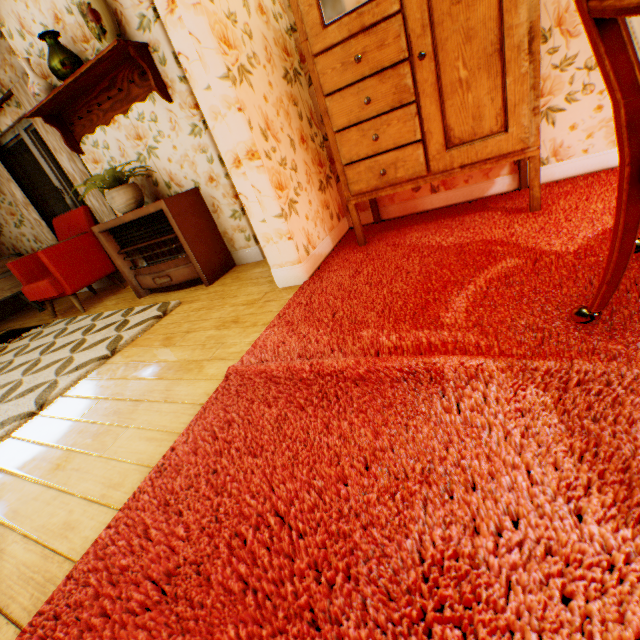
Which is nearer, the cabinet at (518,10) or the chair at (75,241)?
the cabinet at (518,10)

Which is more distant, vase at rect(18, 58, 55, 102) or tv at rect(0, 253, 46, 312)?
Answer: tv at rect(0, 253, 46, 312)

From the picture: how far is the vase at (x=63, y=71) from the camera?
2.8m

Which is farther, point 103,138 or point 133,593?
point 103,138

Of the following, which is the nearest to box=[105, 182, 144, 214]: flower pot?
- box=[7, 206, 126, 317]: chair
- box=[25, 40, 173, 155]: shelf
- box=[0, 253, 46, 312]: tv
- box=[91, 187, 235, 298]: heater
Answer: box=[91, 187, 235, 298]: heater

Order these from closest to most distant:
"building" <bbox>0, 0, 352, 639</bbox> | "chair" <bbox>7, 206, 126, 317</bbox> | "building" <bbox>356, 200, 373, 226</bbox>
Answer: "building" <bbox>0, 0, 352, 639</bbox> < "building" <bbox>356, 200, 373, 226</bbox> < "chair" <bbox>7, 206, 126, 317</bbox>

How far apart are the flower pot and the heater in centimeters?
5cm

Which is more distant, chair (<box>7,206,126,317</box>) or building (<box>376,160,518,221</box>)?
chair (<box>7,206,126,317</box>)
